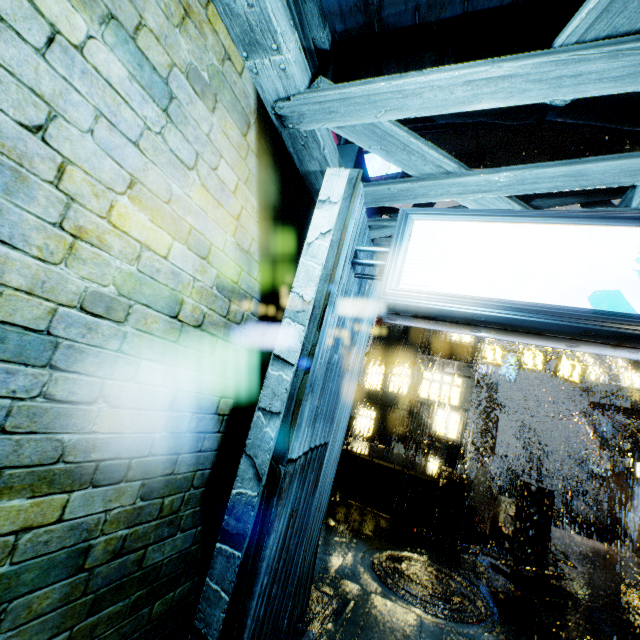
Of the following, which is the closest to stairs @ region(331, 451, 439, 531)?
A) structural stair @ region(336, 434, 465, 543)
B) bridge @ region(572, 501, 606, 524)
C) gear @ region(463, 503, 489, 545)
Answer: structural stair @ region(336, 434, 465, 543)

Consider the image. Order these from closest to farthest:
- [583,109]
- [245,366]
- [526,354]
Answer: [245,366] → [583,109] → [526,354]

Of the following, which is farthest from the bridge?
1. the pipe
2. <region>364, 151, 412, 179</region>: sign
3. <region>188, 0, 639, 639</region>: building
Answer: <region>364, 151, 412, 179</region>: sign

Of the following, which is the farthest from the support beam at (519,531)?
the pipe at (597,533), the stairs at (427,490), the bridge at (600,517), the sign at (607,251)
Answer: the bridge at (600,517)

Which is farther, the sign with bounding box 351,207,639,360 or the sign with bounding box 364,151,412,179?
the sign with bounding box 364,151,412,179

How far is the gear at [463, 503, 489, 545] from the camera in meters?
11.3

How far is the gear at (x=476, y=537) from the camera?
11.3m

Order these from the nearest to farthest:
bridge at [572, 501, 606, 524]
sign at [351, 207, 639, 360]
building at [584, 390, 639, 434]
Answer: sign at [351, 207, 639, 360]
building at [584, 390, 639, 434]
bridge at [572, 501, 606, 524]
